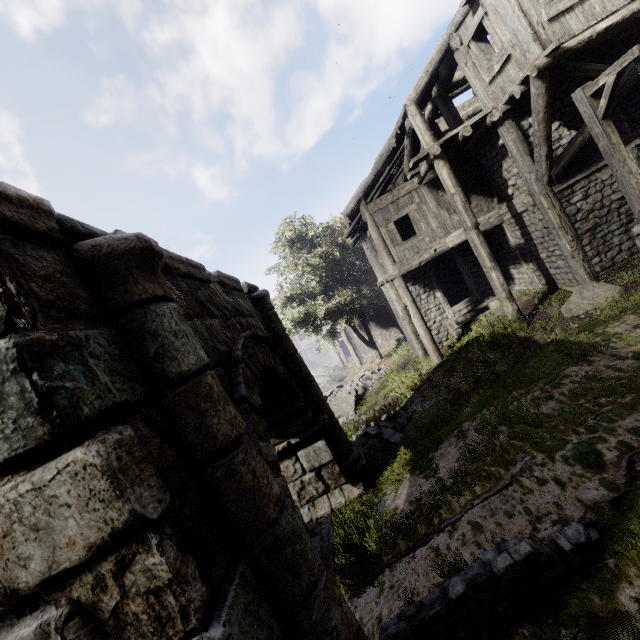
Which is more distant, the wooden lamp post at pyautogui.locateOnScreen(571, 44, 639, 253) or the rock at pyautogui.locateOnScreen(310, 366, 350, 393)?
the rock at pyautogui.locateOnScreen(310, 366, 350, 393)

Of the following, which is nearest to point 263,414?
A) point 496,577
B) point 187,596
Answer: point 187,596

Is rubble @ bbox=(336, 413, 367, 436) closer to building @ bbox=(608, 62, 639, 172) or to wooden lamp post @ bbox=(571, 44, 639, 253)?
building @ bbox=(608, 62, 639, 172)

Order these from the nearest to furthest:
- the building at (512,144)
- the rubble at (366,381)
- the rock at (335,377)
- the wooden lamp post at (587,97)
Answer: the wooden lamp post at (587,97)
the building at (512,144)
the rubble at (366,381)
the rock at (335,377)

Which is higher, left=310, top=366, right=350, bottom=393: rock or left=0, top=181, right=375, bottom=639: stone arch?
left=0, top=181, right=375, bottom=639: stone arch

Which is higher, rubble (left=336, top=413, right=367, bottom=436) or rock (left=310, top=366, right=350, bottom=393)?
rubble (left=336, top=413, right=367, bottom=436)

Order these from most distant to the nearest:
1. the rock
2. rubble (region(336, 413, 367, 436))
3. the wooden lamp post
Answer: the rock
rubble (region(336, 413, 367, 436))
the wooden lamp post

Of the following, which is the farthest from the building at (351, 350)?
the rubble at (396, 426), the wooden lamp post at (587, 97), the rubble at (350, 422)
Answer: the rubble at (350, 422)
